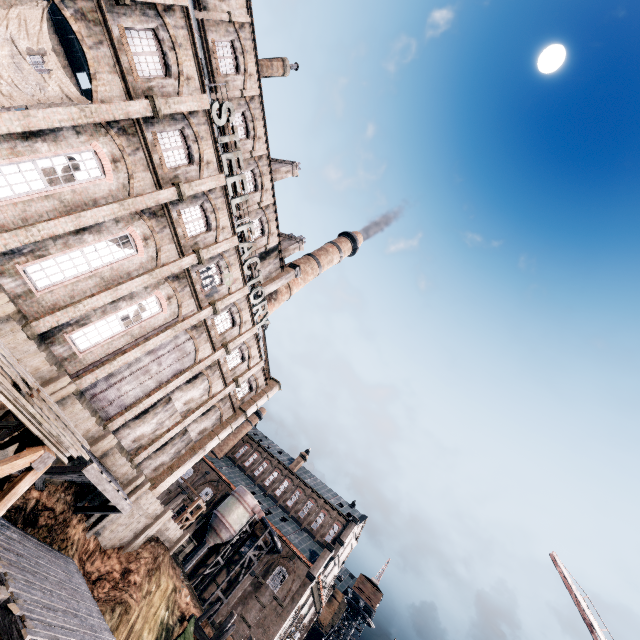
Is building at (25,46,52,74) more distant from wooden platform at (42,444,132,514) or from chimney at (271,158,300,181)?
wooden platform at (42,444,132,514)

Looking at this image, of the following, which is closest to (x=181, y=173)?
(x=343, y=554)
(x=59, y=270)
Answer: (x=59, y=270)

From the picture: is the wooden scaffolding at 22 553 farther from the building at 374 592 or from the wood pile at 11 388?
the building at 374 592

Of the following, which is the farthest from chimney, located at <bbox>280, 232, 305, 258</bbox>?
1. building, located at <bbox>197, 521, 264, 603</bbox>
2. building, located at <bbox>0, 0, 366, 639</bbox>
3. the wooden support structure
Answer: building, located at <bbox>197, 521, 264, 603</bbox>

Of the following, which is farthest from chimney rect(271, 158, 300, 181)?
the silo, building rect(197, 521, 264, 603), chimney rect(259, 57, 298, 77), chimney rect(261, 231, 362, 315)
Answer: building rect(197, 521, 264, 603)

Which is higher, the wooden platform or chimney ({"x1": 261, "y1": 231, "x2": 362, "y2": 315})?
chimney ({"x1": 261, "y1": 231, "x2": 362, "y2": 315})

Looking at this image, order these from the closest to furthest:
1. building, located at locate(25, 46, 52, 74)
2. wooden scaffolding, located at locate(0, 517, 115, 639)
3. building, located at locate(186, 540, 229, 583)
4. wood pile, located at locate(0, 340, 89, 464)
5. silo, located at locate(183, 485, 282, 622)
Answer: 1. wood pile, located at locate(0, 340, 89, 464)
2. wooden scaffolding, located at locate(0, 517, 115, 639)
3. building, located at locate(25, 46, 52, 74)
4. silo, located at locate(183, 485, 282, 622)
5. building, located at locate(186, 540, 229, 583)

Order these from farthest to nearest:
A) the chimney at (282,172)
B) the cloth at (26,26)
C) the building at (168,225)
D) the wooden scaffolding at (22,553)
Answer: the chimney at (282,172) < the building at (168,225) < the cloth at (26,26) < the wooden scaffolding at (22,553)
